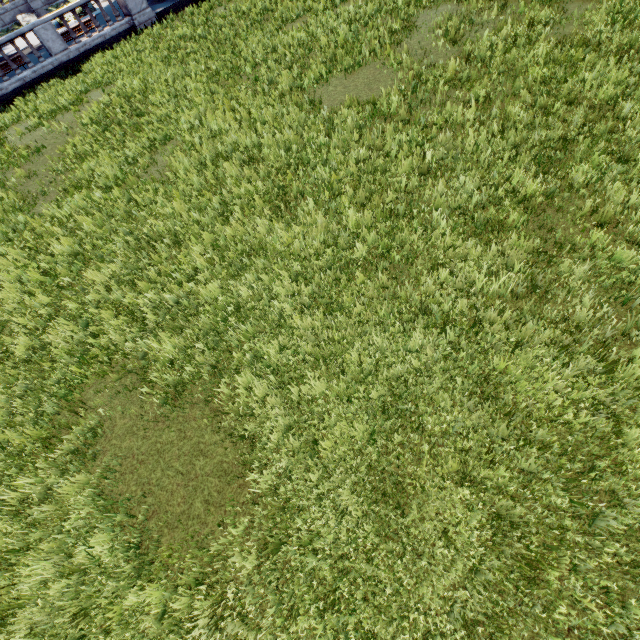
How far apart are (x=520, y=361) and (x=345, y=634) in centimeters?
Result: 336cm
